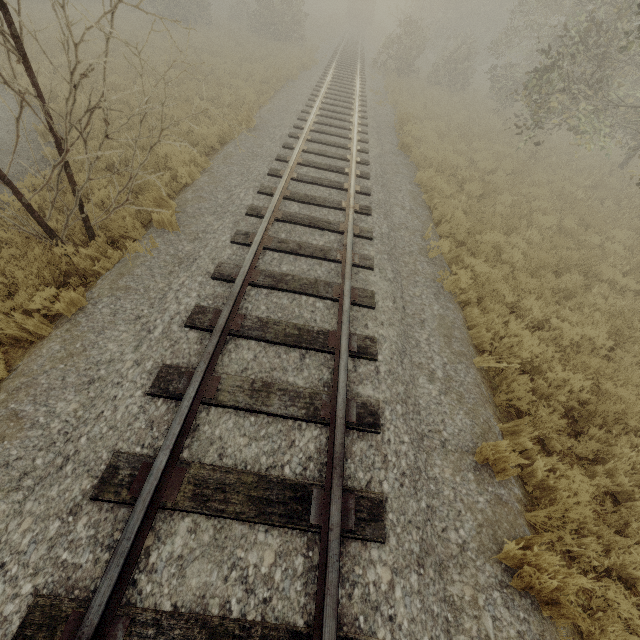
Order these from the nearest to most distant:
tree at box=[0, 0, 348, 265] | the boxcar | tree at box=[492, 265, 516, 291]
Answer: tree at box=[0, 0, 348, 265], tree at box=[492, 265, 516, 291], the boxcar

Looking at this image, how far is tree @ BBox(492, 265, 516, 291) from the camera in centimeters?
621cm

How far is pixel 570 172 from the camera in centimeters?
1302cm

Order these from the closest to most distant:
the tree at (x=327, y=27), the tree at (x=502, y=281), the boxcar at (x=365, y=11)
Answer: the tree at (x=327, y=27) < the tree at (x=502, y=281) < the boxcar at (x=365, y=11)

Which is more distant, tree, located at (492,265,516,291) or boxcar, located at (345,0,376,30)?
boxcar, located at (345,0,376,30)

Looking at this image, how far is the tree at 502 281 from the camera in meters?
6.2 m

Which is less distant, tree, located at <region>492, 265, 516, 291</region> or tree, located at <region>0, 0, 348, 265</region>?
tree, located at <region>0, 0, 348, 265</region>
